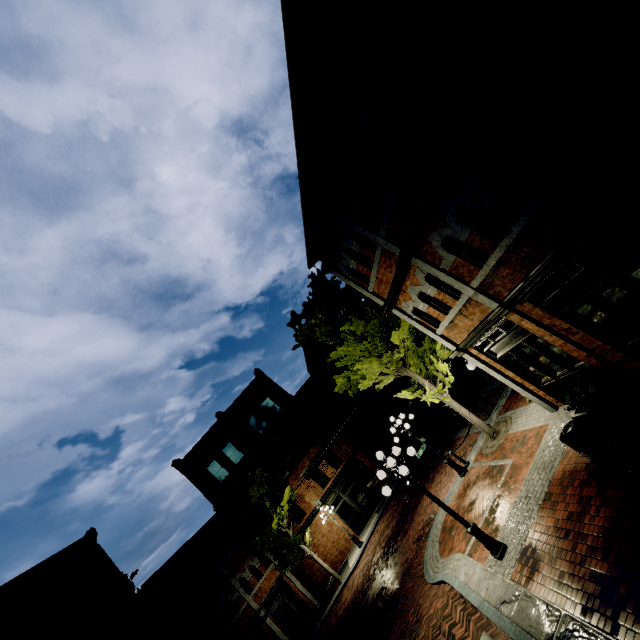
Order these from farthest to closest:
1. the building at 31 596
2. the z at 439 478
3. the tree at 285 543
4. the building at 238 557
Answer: the tree at 285 543 < the building at 238 557 < the building at 31 596 < the z at 439 478

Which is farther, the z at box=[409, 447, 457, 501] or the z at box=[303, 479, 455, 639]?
the z at box=[409, 447, 457, 501]

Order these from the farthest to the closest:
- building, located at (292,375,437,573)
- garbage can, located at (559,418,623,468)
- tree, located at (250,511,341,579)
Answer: building, located at (292,375,437,573) < tree, located at (250,511,341,579) < garbage can, located at (559,418,623,468)

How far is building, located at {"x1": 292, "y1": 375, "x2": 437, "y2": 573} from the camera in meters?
24.9 m

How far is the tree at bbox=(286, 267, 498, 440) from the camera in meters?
13.0 m

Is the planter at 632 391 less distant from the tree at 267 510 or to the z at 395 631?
the tree at 267 510

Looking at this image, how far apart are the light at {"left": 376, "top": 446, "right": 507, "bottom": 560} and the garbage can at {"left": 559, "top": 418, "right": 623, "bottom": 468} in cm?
300

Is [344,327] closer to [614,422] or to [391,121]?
[391,121]
